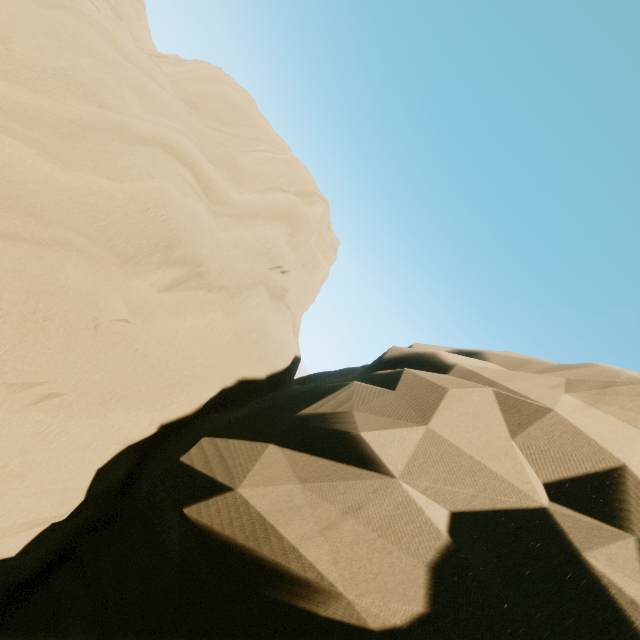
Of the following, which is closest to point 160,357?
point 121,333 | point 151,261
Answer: point 121,333
